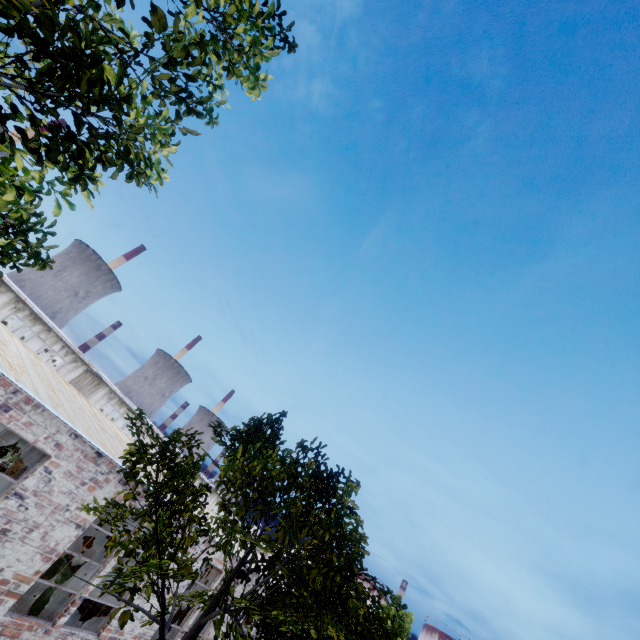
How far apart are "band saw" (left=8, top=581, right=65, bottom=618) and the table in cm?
976

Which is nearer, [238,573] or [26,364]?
[238,573]

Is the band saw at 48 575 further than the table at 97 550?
No

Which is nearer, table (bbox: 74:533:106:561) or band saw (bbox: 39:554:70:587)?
band saw (bbox: 39:554:70:587)

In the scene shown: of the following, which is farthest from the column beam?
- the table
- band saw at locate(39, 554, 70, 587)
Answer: the table

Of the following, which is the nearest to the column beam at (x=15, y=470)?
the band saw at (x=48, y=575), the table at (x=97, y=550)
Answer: the band saw at (x=48, y=575)
